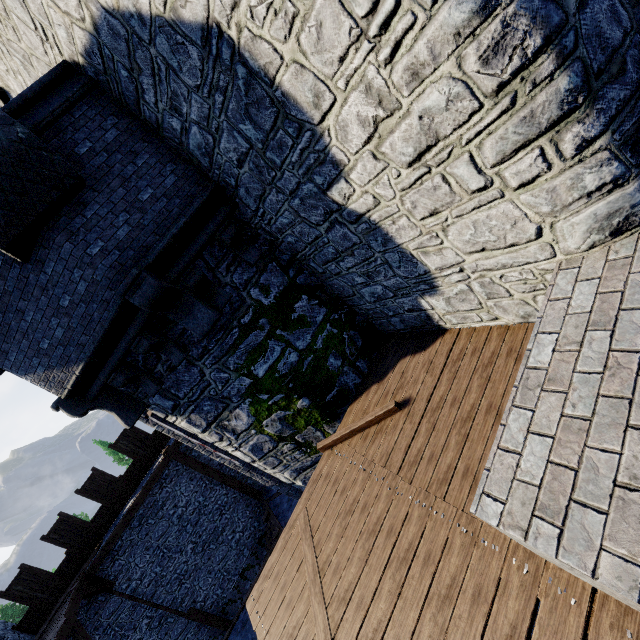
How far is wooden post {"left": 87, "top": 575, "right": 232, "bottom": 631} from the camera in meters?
12.6 m

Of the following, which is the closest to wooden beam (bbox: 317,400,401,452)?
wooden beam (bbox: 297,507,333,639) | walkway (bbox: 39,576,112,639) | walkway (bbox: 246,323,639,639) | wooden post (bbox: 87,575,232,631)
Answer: walkway (bbox: 246,323,639,639)

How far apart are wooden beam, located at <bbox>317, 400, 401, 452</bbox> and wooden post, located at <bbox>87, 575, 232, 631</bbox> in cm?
1307

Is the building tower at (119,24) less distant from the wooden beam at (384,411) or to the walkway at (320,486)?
the walkway at (320,486)

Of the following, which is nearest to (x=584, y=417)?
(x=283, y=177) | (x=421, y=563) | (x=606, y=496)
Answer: (x=606, y=496)

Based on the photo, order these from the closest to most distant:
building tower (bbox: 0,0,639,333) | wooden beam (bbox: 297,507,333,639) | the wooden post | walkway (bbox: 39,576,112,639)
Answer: building tower (bbox: 0,0,639,333)
wooden beam (bbox: 297,507,333,639)
walkway (bbox: 39,576,112,639)
the wooden post

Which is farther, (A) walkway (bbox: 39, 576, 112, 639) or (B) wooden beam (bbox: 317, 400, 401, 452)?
(A) walkway (bbox: 39, 576, 112, 639)

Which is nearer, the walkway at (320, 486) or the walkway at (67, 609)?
the walkway at (320, 486)
